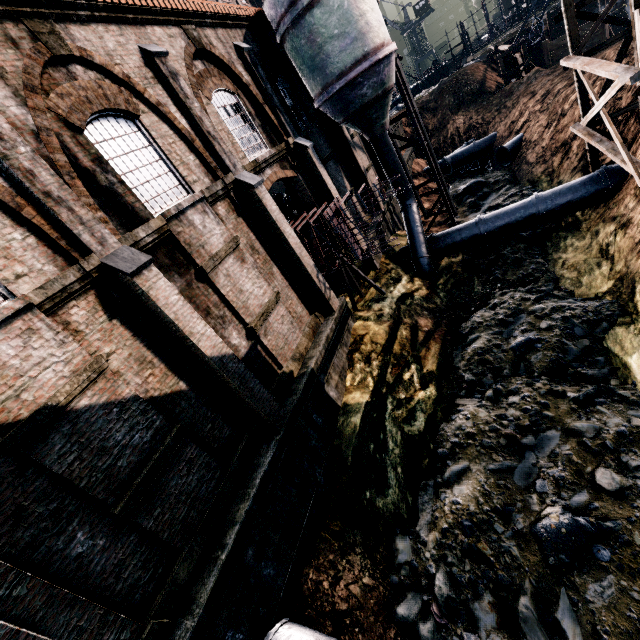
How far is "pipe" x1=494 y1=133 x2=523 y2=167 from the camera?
26.3 meters

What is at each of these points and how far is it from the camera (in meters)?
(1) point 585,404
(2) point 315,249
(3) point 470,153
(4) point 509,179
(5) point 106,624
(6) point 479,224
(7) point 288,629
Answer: (1) stone debris, 10.32
(2) ship construction, 15.34
(3) pipe, 32.41
(4) stone debris, 25.86
(5) building, 6.19
(6) pipe, 18.77
(7) pipe, 8.13

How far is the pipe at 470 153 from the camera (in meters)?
31.52

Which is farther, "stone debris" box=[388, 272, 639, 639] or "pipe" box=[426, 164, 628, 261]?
"pipe" box=[426, 164, 628, 261]

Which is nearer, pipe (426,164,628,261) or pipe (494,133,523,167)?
pipe (426,164,628,261)

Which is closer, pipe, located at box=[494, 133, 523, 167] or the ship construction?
the ship construction

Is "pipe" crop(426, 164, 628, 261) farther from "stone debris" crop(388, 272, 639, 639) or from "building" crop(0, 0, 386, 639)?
"building" crop(0, 0, 386, 639)

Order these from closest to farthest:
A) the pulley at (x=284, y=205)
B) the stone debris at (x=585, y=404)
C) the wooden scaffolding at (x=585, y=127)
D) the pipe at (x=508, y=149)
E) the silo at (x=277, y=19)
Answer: the stone debris at (x=585, y=404), the wooden scaffolding at (x=585, y=127), the silo at (x=277, y=19), the pulley at (x=284, y=205), the pipe at (x=508, y=149)
